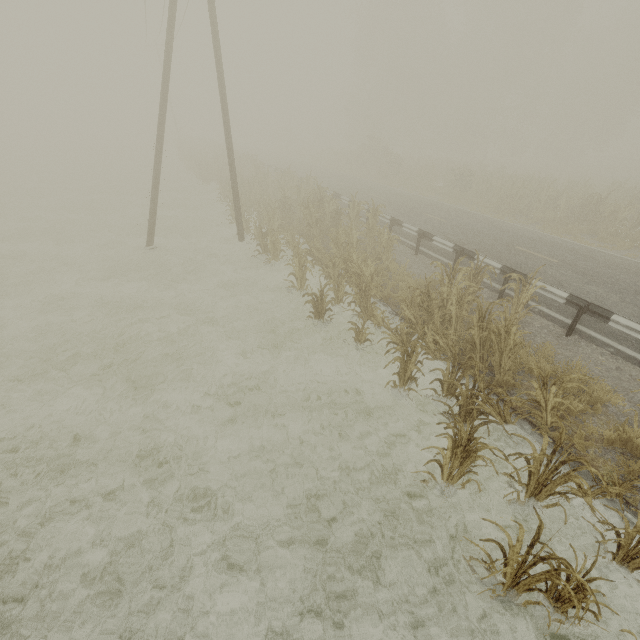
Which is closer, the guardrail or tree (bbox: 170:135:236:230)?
the guardrail

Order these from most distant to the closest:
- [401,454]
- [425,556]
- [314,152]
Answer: [314,152], [401,454], [425,556]

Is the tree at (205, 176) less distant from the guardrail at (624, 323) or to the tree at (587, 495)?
the guardrail at (624, 323)

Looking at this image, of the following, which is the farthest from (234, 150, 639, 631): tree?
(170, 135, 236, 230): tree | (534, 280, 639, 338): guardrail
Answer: (170, 135, 236, 230): tree

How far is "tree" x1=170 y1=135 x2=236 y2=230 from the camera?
19.2 meters

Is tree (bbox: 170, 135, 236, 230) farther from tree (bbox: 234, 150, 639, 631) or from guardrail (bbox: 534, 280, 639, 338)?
tree (bbox: 234, 150, 639, 631)

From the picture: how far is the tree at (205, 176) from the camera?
19.22m
